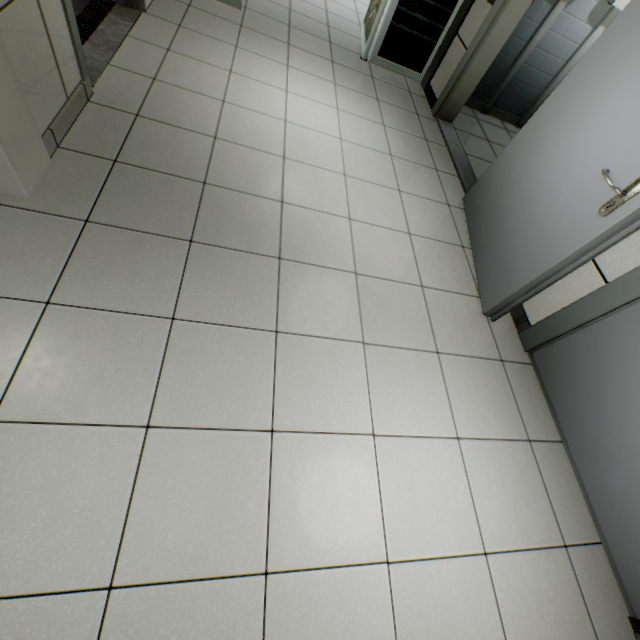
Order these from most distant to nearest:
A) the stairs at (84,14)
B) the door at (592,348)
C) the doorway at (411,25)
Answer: the doorway at (411,25) → the stairs at (84,14) → the door at (592,348)

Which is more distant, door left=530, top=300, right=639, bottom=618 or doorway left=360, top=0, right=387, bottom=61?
doorway left=360, top=0, right=387, bottom=61

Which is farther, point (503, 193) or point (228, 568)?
point (503, 193)

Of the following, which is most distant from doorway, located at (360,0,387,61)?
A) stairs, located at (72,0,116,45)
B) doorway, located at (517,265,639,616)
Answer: doorway, located at (517,265,639,616)

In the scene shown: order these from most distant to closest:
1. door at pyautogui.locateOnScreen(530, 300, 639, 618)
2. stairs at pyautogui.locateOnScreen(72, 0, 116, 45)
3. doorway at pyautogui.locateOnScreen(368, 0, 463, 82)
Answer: doorway at pyautogui.locateOnScreen(368, 0, 463, 82) → stairs at pyautogui.locateOnScreen(72, 0, 116, 45) → door at pyautogui.locateOnScreen(530, 300, 639, 618)

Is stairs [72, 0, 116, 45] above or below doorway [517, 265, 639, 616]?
below

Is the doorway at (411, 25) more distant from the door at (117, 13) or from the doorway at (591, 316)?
the doorway at (591, 316)

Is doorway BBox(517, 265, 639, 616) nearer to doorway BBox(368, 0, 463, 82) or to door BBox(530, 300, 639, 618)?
door BBox(530, 300, 639, 618)
